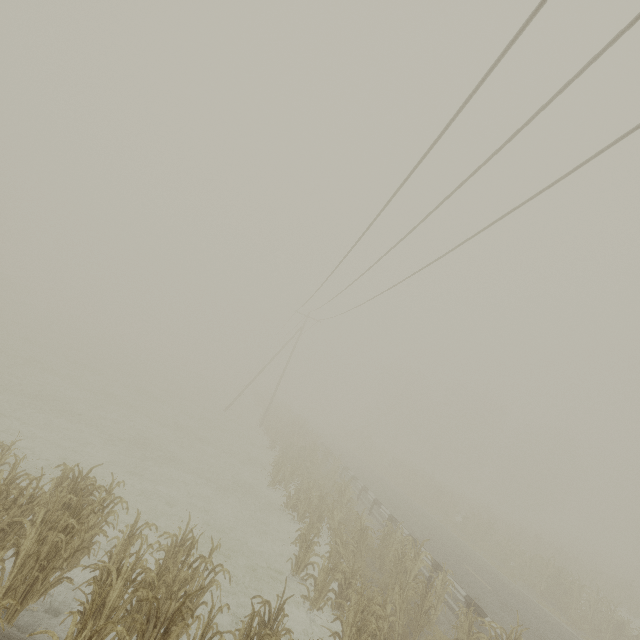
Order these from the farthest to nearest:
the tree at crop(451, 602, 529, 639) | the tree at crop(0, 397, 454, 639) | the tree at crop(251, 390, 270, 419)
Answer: the tree at crop(251, 390, 270, 419)
the tree at crop(451, 602, 529, 639)
the tree at crop(0, 397, 454, 639)

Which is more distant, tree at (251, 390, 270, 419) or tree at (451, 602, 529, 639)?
tree at (251, 390, 270, 419)

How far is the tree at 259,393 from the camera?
39.4m

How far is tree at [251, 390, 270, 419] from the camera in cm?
3941

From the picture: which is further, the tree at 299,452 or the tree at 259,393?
the tree at 259,393

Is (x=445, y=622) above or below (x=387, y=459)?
below

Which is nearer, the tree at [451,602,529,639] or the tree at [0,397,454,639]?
the tree at [0,397,454,639]
